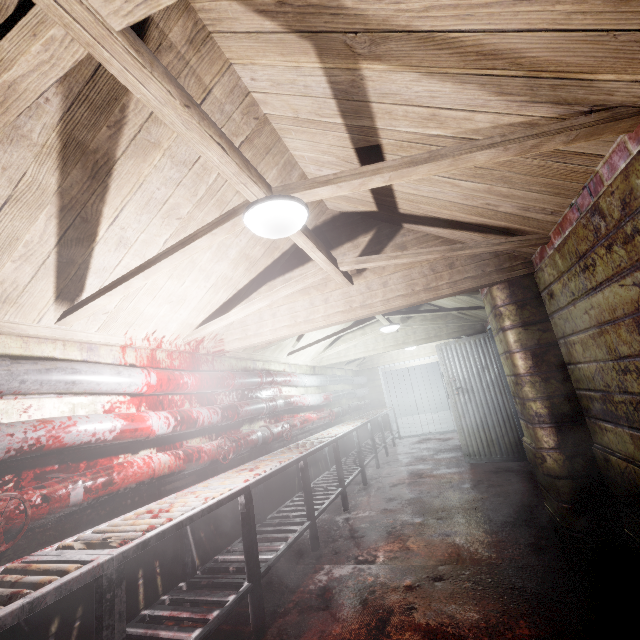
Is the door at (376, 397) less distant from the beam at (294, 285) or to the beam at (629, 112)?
the beam at (294, 285)

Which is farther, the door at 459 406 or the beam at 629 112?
the door at 459 406

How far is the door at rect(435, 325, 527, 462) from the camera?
4.7 meters

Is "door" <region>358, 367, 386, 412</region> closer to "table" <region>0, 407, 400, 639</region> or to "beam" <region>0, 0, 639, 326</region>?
"table" <region>0, 407, 400, 639</region>

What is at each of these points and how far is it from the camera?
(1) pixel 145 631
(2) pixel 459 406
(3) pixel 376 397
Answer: (1) table, 1.8 meters
(2) door, 5.1 meters
(3) door, 9.0 meters

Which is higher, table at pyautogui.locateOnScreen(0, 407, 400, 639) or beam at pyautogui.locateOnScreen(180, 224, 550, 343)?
beam at pyautogui.locateOnScreen(180, 224, 550, 343)

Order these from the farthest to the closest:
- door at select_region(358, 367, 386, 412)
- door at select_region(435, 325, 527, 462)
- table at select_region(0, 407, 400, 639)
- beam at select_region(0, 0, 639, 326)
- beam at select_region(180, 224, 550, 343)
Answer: door at select_region(358, 367, 386, 412)
door at select_region(435, 325, 527, 462)
beam at select_region(180, 224, 550, 343)
table at select_region(0, 407, 400, 639)
beam at select_region(0, 0, 639, 326)

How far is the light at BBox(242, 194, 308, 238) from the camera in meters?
1.5 m
